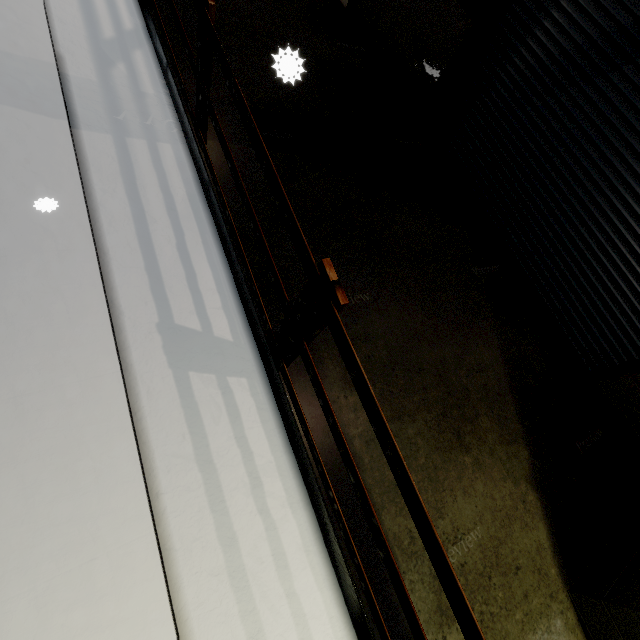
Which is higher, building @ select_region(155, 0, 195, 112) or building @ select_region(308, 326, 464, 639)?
building @ select_region(155, 0, 195, 112)

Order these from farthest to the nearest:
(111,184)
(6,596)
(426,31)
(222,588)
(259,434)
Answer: (426,31), (111,184), (259,434), (222,588), (6,596)

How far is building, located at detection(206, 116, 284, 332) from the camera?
3.2m

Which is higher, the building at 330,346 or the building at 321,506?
the building at 330,346

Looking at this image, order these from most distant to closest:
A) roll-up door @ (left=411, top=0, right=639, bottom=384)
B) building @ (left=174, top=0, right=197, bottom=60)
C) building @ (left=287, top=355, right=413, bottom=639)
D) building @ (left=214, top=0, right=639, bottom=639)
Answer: building @ (left=174, top=0, right=197, bottom=60) → roll-up door @ (left=411, top=0, right=639, bottom=384) → building @ (left=214, top=0, right=639, bottom=639) → building @ (left=287, top=355, right=413, bottom=639)

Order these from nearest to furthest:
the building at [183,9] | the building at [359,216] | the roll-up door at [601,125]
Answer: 1. the building at [359,216]
2. the roll-up door at [601,125]
3. the building at [183,9]

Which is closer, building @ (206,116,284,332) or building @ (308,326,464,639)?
building @ (308,326,464,639)
